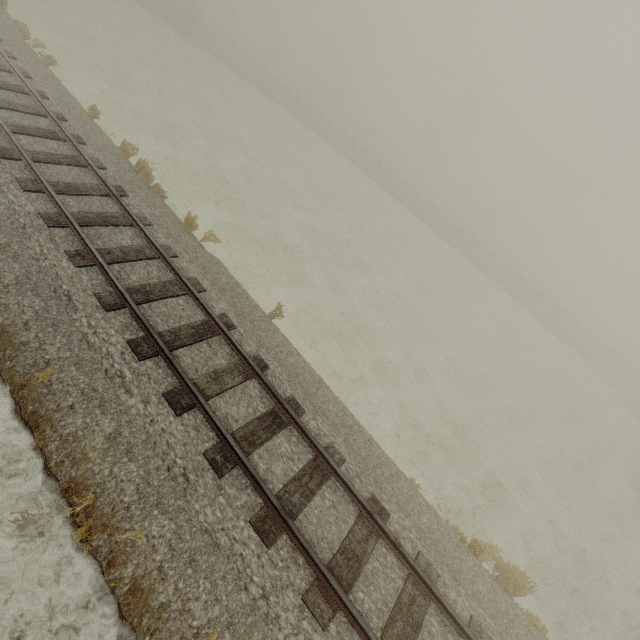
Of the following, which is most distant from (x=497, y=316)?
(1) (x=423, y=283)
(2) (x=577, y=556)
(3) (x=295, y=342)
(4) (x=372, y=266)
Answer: (3) (x=295, y=342)

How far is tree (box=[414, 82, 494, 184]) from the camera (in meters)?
53.16

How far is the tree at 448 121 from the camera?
53.2 meters
